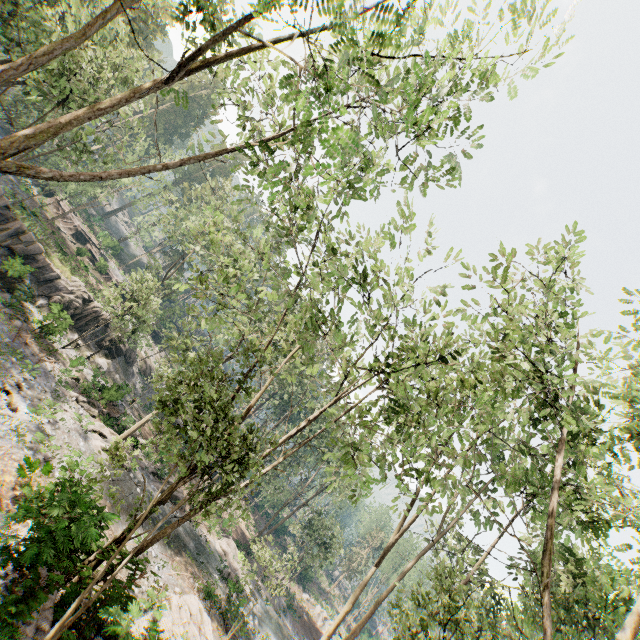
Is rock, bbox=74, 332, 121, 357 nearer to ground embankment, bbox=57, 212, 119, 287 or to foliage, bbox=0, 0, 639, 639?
foliage, bbox=0, 0, 639, 639

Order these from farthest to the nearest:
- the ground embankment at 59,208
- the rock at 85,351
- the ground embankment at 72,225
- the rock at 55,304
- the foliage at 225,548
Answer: the ground embankment at 59,208 < the ground embankment at 72,225 < the rock at 85,351 < the rock at 55,304 < the foliage at 225,548

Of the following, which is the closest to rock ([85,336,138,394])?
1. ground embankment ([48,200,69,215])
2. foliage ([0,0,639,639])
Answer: foliage ([0,0,639,639])

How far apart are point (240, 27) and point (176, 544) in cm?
2850

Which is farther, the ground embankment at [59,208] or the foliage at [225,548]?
the ground embankment at [59,208]

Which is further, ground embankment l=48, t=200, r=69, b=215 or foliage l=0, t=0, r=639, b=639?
ground embankment l=48, t=200, r=69, b=215
